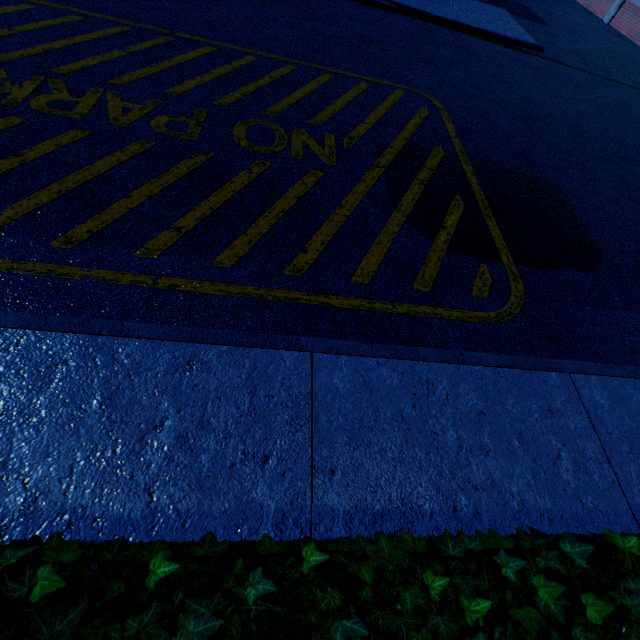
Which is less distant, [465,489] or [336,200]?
[465,489]
